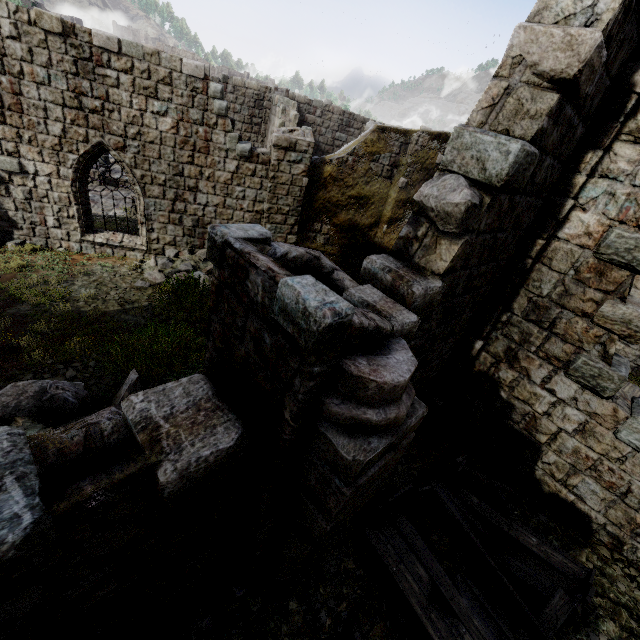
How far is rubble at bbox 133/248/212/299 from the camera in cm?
965

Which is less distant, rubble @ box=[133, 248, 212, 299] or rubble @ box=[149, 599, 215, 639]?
rubble @ box=[149, 599, 215, 639]

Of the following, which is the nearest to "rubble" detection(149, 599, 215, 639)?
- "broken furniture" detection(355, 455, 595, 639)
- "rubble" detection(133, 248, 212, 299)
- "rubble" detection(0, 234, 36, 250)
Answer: "broken furniture" detection(355, 455, 595, 639)

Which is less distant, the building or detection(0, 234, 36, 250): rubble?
the building

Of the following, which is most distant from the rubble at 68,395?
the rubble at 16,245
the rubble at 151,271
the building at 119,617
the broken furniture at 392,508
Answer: the rubble at 16,245

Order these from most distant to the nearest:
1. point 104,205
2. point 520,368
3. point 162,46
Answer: point 162,46
point 104,205
point 520,368

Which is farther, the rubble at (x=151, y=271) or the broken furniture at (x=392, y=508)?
the rubble at (x=151, y=271)

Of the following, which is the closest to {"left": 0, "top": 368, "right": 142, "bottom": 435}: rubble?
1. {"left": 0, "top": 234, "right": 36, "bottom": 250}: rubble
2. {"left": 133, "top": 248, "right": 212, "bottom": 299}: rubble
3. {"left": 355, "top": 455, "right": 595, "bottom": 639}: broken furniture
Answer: {"left": 355, "top": 455, "right": 595, "bottom": 639}: broken furniture
